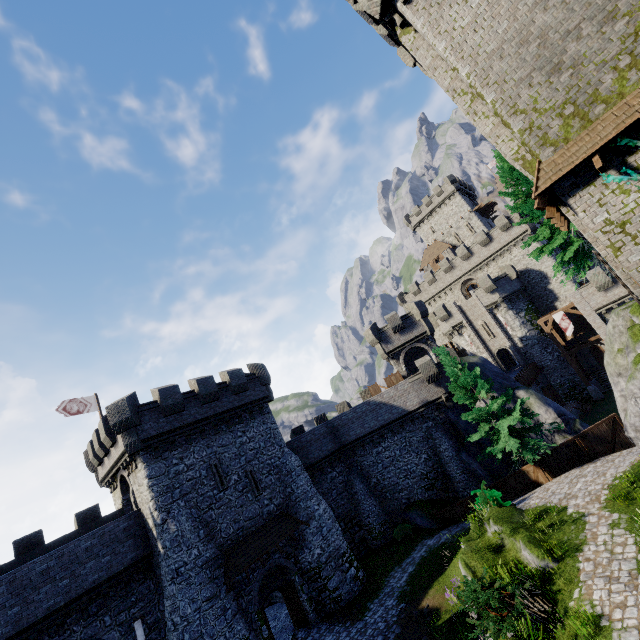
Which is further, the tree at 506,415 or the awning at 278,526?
the tree at 506,415

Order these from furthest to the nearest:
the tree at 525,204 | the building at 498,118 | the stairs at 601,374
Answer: the stairs at 601,374 → the tree at 525,204 → the building at 498,118

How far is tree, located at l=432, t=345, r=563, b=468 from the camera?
20.0m

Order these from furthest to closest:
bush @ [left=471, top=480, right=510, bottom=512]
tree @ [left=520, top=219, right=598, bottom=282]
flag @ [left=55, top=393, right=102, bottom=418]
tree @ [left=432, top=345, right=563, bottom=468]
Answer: flag @ [left=55, top=393, right=102, bottom=418] < tree @ [left=432, top=345, right=563, bottom=468] < tree @ [left=520, top=219, right=598, bottom=282] < bush @ [left=471, top=480, right=510, bottom=512]

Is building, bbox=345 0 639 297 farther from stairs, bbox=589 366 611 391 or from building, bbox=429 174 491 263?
building, bbox=429 174 491 263

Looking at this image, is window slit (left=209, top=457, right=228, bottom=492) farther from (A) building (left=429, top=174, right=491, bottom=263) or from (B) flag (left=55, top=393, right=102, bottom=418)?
(A) building (left=429, top=174, right=491, bottom=263)

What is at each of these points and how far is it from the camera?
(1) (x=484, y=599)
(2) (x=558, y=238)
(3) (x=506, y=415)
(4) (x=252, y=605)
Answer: (1) bush, 10.37m
(2) tree, 18.41m
(3) tree, 21.20m
(4) building, 18.52m

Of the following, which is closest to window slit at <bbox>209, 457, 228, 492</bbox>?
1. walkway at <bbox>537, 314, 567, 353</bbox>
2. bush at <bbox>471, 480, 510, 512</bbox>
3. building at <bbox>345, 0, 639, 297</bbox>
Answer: bush at <bbox>471, 480, 510, 512</bbox>
